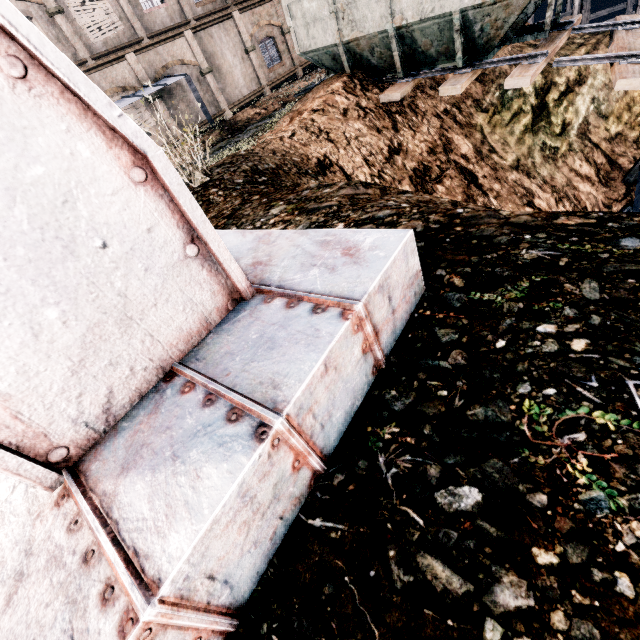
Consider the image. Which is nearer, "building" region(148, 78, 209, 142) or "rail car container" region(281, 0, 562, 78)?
"rail car container" region(281, 0, 562, 78)

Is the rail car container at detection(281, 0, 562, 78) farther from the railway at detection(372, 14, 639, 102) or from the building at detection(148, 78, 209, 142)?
the building at detection(148, 78, 209, 142)

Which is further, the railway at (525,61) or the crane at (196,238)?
the railway at (525,61)

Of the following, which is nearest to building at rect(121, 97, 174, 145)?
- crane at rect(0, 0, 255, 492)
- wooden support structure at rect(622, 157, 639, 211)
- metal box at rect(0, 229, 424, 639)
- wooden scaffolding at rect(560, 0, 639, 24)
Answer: wooden scaffolding at rect(560, 0, 639, 24)

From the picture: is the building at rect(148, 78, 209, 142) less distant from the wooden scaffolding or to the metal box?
the wooden scaffolding

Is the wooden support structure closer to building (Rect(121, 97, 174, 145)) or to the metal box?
the metal box

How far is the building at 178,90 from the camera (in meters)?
19.64

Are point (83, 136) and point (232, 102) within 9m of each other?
no
